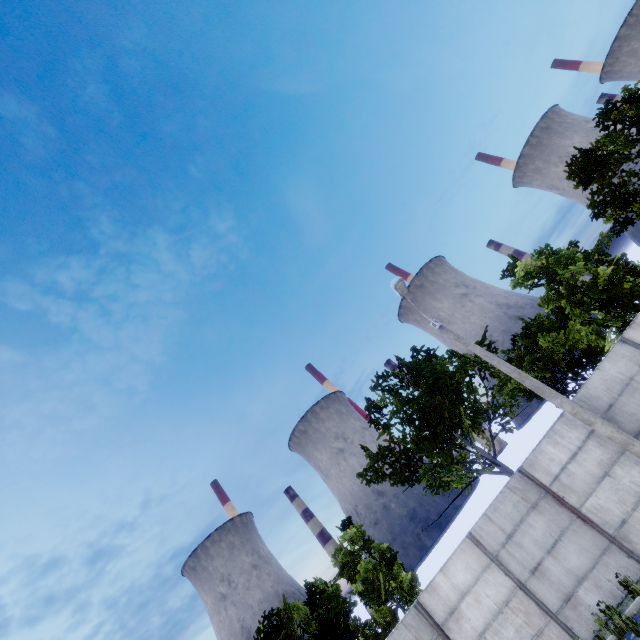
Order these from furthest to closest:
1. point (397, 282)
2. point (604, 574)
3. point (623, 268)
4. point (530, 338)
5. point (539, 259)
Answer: point (530, 338)
point (539, 259)
point (623, 268)
point (397, 282)
point (604, 574)
